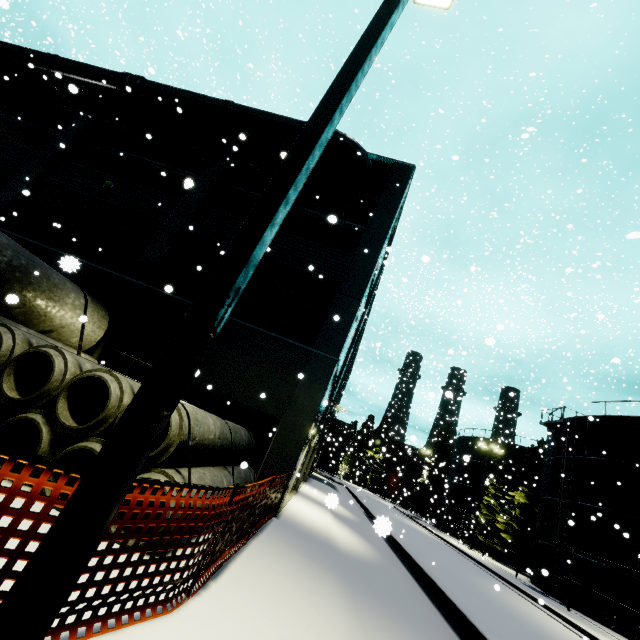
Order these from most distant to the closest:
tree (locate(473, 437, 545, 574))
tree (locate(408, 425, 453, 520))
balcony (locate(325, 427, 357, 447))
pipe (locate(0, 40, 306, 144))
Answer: tree (locate(408, 425, 453, 520)), balcony (locate(325, 427, 357, 447)), tree (locate(473, 437, 545, 574)), pipe (locate(0, 40, 306, 144))

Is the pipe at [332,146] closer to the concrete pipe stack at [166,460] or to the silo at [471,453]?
the silo at [471,453]

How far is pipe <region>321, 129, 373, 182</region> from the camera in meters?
13.5

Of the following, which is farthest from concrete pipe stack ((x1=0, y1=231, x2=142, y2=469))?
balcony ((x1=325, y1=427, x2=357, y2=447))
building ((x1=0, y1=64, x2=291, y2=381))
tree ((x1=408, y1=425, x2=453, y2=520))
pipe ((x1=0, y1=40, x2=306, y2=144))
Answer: tree ((x1=408, y1=425, x2=453, y2=520))

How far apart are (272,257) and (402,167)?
7.47m

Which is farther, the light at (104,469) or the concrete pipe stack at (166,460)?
the concrete pipe stack at (166,460)

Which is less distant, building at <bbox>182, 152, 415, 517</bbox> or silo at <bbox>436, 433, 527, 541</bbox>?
building at <bbox>182, 152, 415, 517</bbox>

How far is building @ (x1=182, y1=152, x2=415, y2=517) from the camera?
10.6 meters
